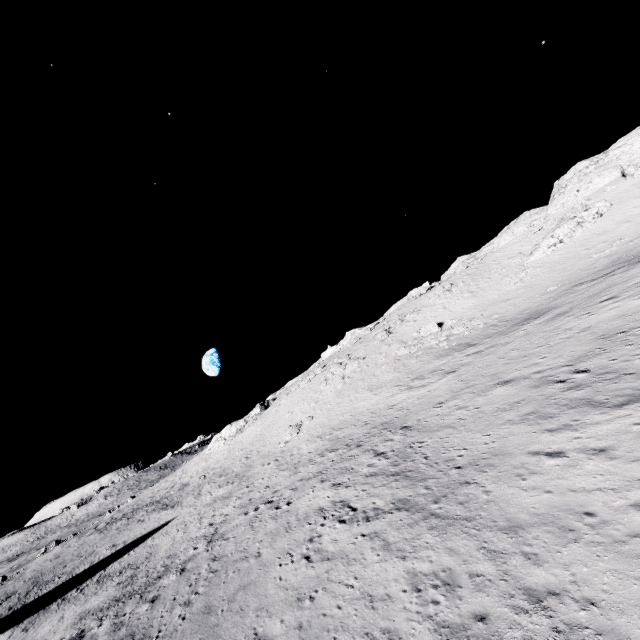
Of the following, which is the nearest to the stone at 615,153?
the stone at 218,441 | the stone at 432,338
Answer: the stone at 432,338

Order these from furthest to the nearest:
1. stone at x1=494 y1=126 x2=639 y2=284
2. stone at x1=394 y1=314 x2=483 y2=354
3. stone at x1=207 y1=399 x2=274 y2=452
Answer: stone at x1=207 y1=399 x2=274 y2=452, stone at x1=494 y1=126 x2=639 y2=284, stone at x1=394 y1=314 x2=483 y2=354

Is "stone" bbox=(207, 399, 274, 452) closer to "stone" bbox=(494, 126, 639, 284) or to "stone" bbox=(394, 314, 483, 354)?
"stone" bbox=(394, 314, 483, 354)

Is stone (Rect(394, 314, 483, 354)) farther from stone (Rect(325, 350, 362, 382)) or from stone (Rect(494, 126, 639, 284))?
stone (Rect(494, 126, 639, 284))

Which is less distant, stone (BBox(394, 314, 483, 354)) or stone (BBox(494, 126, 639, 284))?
stone (BBox(394, 314, 483, 354))

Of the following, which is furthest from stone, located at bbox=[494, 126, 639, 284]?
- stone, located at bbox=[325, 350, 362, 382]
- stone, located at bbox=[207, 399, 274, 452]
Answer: stone, located at bbox=[207, 399, 274, 452]

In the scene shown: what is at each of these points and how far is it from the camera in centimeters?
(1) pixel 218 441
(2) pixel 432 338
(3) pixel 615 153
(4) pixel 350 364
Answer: (1) stone, 5591cm
(2) stone, 3900cm
(3) stone, 5328cm
(4) stone, 4572cm

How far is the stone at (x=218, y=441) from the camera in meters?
55.1 m
